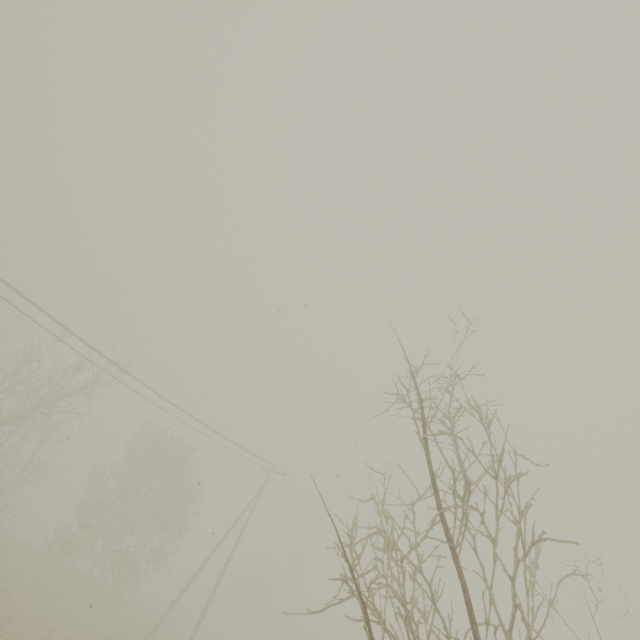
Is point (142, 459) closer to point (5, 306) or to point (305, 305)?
point (305, 305)
